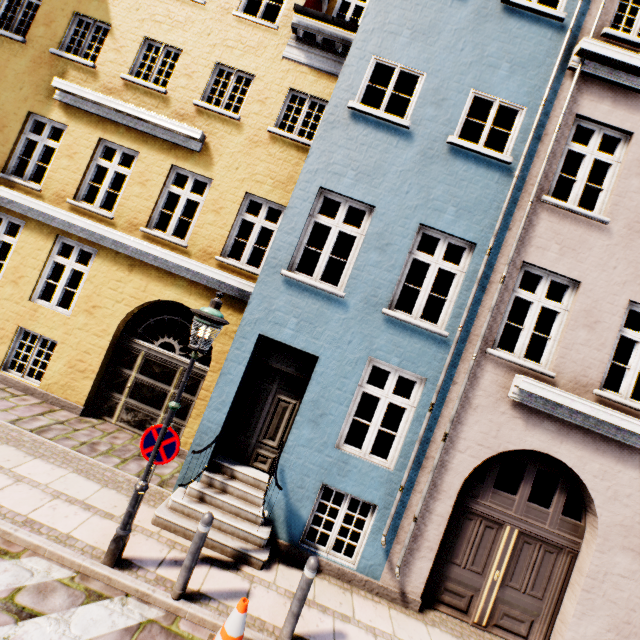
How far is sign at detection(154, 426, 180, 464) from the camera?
4.34m

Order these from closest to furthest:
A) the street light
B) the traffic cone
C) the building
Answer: the traffic cone
the street light
the building

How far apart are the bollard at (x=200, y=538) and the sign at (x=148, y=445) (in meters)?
1.09

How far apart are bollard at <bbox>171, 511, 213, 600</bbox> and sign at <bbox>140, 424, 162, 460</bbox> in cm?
109

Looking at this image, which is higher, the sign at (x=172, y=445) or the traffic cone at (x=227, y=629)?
the sign at (x=172, y=445)

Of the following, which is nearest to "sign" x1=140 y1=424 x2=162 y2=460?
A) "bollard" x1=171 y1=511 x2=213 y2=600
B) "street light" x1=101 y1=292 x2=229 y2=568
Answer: "street light" x1=101 y1=292 x2=229 y2=568

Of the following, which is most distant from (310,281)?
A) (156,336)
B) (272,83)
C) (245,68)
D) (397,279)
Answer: (156,336)

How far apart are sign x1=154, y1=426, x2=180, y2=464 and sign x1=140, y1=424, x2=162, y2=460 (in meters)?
0.13
